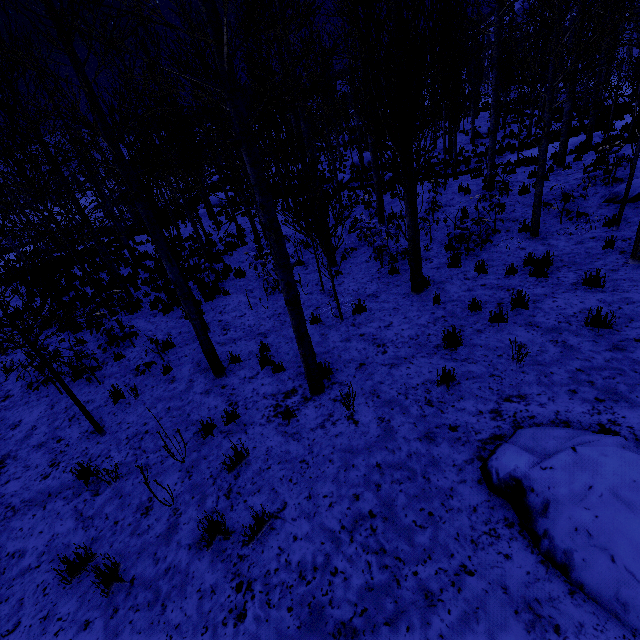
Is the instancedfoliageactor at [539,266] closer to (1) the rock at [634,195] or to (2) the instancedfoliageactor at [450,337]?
(1) the rock at [634,195]

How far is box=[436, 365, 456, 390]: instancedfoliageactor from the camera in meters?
4.7 m

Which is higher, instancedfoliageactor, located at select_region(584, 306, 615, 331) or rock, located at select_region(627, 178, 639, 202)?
rock, located at select_region(627, 178, 639, 202)

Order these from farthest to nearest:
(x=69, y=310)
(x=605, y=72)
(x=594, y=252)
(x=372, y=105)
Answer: (x=605, y=72)
(x=372, y=105)
(x=594, y=252)
(x=69, y=310)

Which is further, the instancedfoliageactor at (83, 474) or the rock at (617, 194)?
the rock at (617, 194)

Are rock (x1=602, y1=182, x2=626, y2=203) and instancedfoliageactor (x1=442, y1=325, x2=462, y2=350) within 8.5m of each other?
yes

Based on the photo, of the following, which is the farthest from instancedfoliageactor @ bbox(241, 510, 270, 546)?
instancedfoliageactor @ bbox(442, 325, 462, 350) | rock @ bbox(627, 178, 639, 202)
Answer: instancedfoliageactor @ bbox(442, 325, 462, 350)
